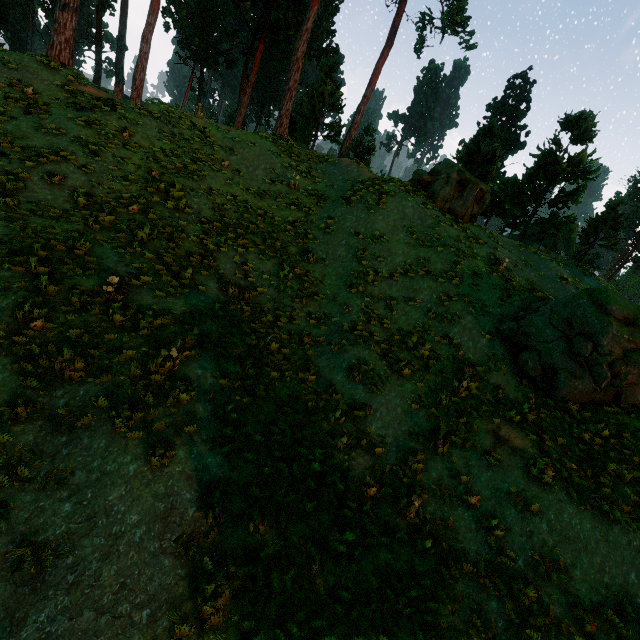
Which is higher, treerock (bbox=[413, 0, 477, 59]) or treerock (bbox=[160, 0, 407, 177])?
treerock (bbox=[413, 0, 477, 59])

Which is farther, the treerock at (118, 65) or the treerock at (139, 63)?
the treerock at (118, 65)

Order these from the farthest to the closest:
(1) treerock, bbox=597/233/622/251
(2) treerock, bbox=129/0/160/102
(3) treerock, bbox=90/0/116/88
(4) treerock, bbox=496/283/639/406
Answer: (3) treerock, bbox=90/0/116/88
(1) treerock, bbox=597/233/622/251
(2) treerock, bbox=129/0/160/102
(4) treerock, bbox=496/283/639/406

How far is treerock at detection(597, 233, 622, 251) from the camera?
26.7m

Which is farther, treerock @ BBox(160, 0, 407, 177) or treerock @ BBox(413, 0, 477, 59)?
treerock @ BBox(413, 0, 477, 59)

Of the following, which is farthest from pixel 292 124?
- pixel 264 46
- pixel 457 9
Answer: pixel 457 9
